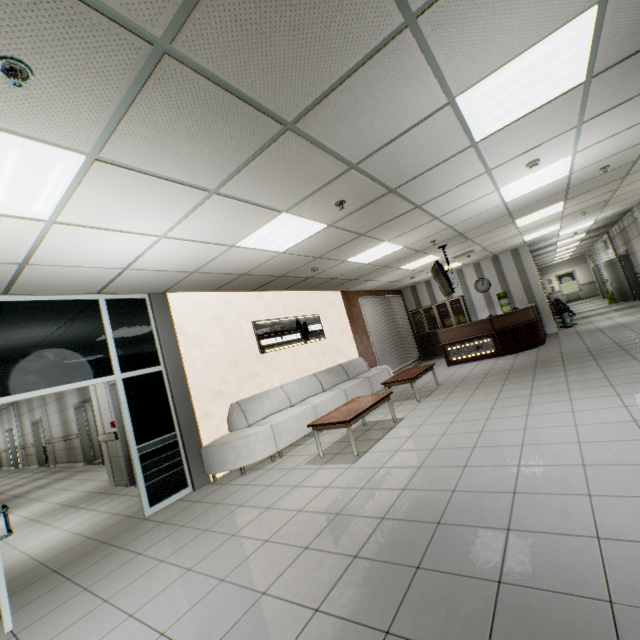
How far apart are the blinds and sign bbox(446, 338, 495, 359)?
1.95m

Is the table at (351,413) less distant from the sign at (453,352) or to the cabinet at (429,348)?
the sign at (453,352)

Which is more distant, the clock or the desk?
the clock

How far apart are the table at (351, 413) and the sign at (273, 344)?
2.1m

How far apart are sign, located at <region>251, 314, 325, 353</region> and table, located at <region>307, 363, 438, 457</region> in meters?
2.1

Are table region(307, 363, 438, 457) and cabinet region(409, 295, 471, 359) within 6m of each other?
no

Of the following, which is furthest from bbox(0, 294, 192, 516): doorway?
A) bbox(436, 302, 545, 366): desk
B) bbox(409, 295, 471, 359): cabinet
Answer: bbox(409, 295, 471, 359): cabinet

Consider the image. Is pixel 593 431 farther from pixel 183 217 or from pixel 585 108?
pixel 183 217
